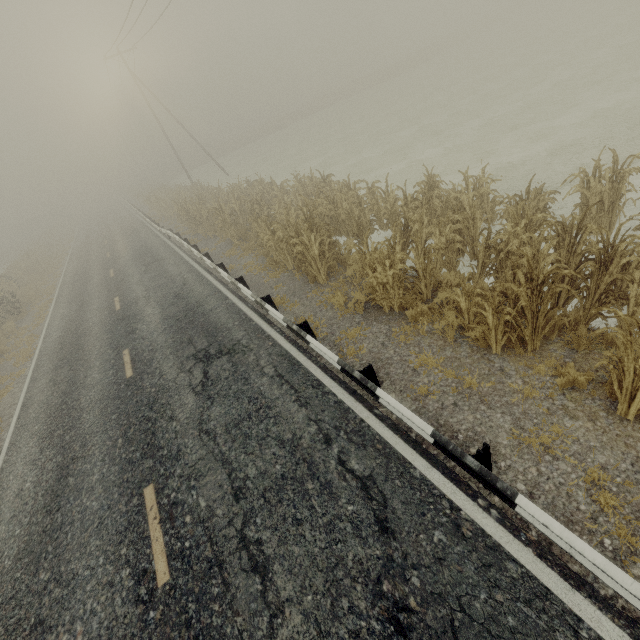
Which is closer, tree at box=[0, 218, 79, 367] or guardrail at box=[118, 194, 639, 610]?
guardrail at box=[118, 194, 639, 610]

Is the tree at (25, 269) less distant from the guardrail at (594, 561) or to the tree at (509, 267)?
the tree at (509, 267)

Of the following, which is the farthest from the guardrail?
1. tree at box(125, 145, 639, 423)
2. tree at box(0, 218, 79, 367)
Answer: tree at box(0, 218, 79, 367)

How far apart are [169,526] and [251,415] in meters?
2.1

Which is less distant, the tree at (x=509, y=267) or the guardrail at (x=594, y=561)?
the guardrail at (x=594, y=561)

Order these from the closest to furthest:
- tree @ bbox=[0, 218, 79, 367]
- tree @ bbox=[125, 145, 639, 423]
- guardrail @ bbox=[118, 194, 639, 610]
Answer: guardrail @ bbox=[118, 194, 639, 610] < tree @ bbox=[125, 145, 639, 423] < tree @ bbox=[0, 218, 79, 367]

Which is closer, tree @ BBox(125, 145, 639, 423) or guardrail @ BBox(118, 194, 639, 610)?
guardrail @ BBox(118, 194, 639, 610)

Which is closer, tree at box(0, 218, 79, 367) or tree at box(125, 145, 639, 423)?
tree at box(125, 145, 639, 423)
